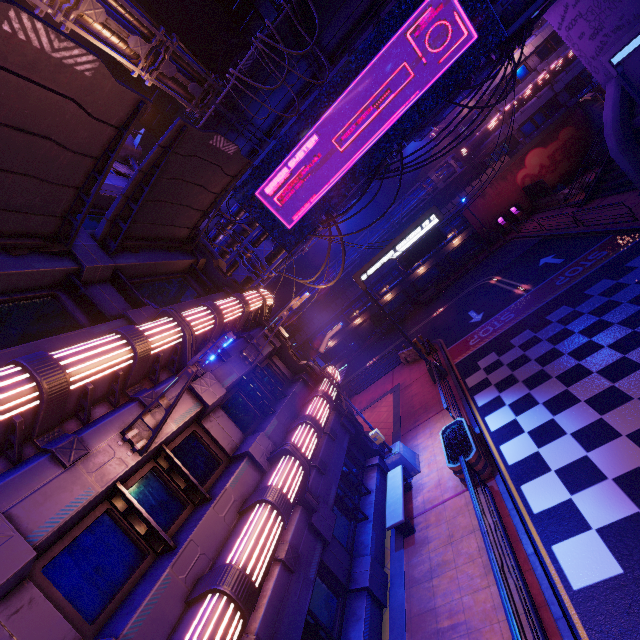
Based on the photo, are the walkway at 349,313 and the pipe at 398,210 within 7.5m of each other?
yes

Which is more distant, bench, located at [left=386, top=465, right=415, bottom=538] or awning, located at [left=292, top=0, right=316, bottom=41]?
awning, located at [left=292, top=0, right=316, bottom=41]

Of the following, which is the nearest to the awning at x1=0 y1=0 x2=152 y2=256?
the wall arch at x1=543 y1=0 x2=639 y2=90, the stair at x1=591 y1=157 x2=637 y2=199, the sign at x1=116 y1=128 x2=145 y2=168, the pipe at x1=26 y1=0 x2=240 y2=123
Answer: the sign at x1=116 y1=128 x2=145 y2=168

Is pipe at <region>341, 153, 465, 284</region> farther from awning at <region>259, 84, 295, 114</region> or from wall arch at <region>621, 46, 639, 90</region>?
awning at <region>259, 84, 295, 114</region>

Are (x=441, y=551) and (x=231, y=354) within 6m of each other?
no

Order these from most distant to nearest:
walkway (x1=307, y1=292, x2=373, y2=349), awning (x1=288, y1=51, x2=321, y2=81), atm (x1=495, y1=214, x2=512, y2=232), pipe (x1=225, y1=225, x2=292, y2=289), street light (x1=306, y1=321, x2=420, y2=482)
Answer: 1. walkway (x1=307, y1=292, x2=373, y2=349)
2. atm (x1=495, y1=214, x2=512, y2=232)
3. pipe (x1=225, y1=225, x2=292, y2=289)
4. awning (x1=288, y1=51, x2=321, y2=81)
5. street light (x1=306, y1=321, x2=420, y2=482)

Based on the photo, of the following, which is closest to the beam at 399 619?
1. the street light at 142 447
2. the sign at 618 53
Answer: the street light at 142 447

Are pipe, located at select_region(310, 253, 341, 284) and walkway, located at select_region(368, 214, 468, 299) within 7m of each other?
yes
